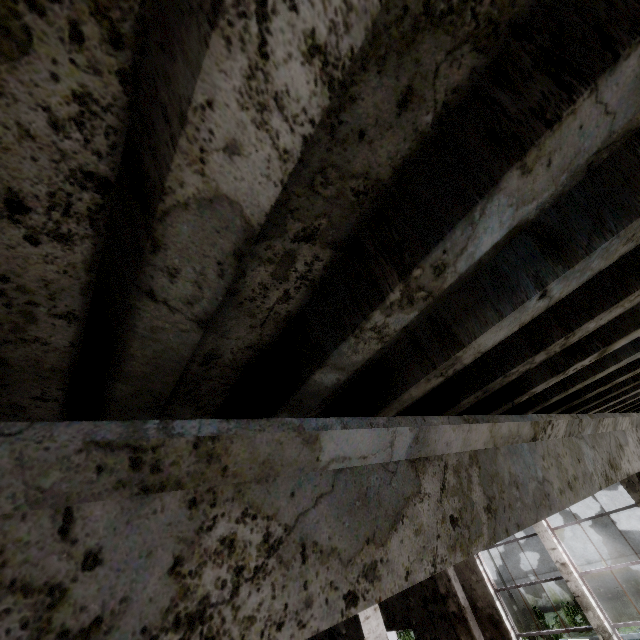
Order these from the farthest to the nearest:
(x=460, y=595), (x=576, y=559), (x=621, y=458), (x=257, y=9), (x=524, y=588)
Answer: (x=524, y=588) → (x=576, y=559) → (x=460, y=595) → (x=621, y=458) → (x=257, y=9)
